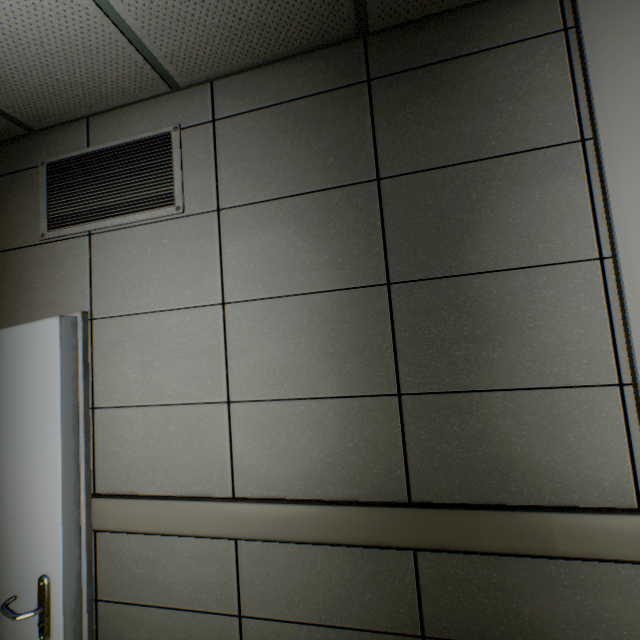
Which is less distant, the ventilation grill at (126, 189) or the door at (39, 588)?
the door at (39, 588)

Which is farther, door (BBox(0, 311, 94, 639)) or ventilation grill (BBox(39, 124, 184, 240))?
ventilation grill (BBox(39, 124, 184, 240))

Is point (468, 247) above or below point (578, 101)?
below

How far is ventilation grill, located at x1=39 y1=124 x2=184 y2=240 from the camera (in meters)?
1.72

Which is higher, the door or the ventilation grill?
the ventilation grill

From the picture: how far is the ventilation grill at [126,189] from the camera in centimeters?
172cm
